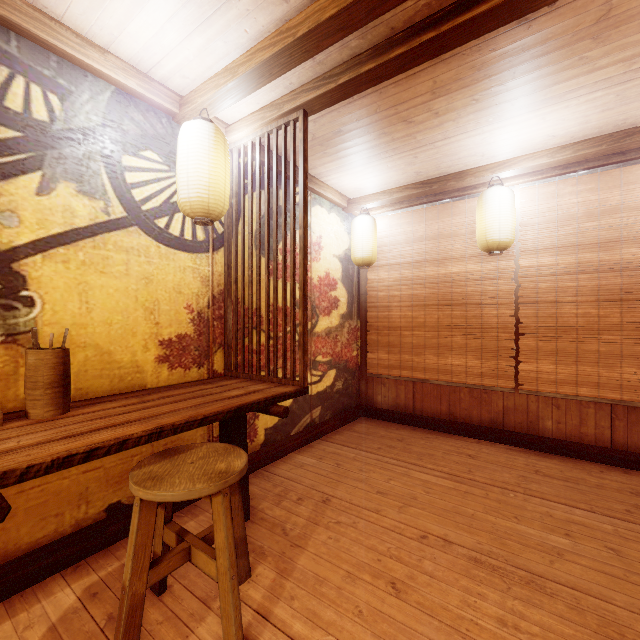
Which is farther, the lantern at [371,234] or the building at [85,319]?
the lantern at [371,234]

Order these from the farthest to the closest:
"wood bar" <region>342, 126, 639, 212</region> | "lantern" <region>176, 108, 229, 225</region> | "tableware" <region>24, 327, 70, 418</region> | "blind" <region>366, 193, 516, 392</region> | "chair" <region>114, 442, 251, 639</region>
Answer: "blind" <region>366, 193, 516, 392</region>
"wood bar" <region>342, 126, 639, 212</region>
"lantern" <region>176, 108, 229, 225</region>
"tableware" <region>24, 327, 70, 418</region>
"chair" <region>114, 442, 251, 639</region>

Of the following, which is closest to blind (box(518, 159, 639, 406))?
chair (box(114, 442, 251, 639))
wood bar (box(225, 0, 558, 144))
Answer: wood bar (box(225, 0, 558, 144))

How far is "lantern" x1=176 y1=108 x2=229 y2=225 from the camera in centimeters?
370cm

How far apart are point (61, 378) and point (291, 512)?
3.0m

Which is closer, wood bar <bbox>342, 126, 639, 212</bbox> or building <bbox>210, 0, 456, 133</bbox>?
building <bbox>210, 0, 456, 133</bbox>

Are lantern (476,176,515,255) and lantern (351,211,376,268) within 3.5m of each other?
yes

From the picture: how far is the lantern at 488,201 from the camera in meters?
5.6
